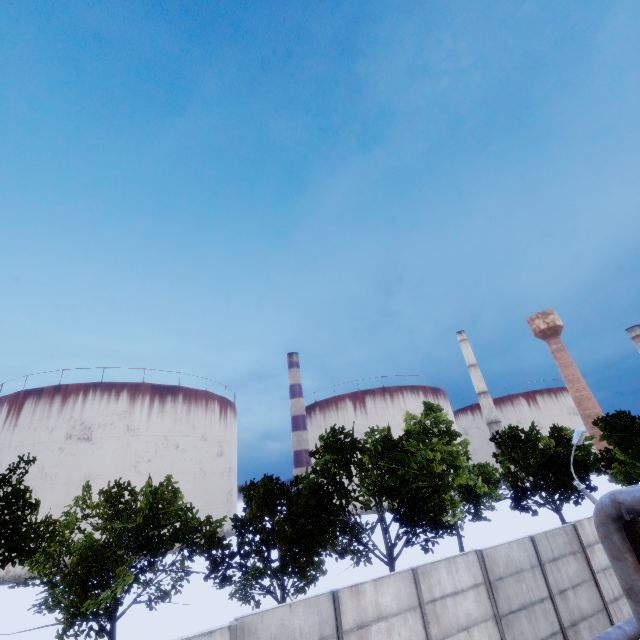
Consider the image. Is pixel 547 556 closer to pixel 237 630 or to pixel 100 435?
pixel 237 630

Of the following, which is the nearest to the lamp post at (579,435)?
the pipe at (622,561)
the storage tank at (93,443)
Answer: the pipe at (622,561)

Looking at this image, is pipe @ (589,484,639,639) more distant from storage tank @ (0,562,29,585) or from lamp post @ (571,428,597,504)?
storage tank @ (0,562,29,585)

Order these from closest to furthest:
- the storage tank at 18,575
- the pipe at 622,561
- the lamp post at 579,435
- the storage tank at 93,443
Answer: the pipe at 622,561
the lamp post at 579,435
the storage tank at 18,575
the storage tank at 93,443

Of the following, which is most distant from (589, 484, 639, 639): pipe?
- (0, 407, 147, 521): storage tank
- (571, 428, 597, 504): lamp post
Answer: (0, 407, 147, 521): storage tank

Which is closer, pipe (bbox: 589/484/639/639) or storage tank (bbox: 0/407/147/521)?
pipe (bbox: 589/484/639/639)
